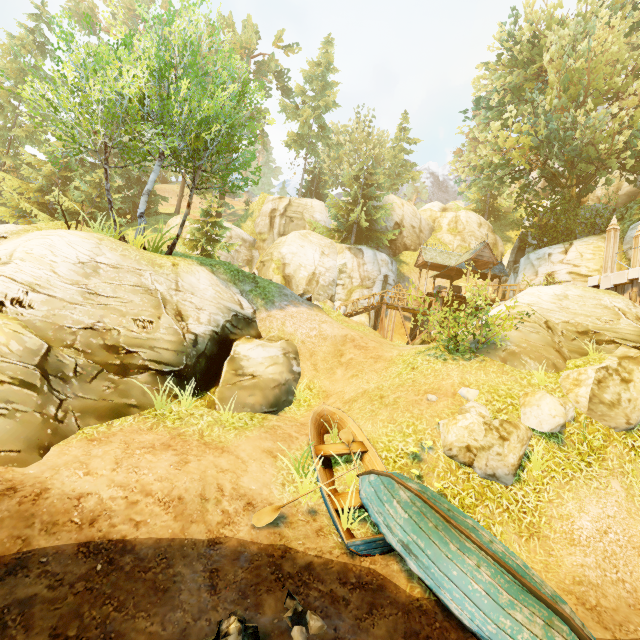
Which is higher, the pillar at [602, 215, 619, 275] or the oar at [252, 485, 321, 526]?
the pillar at [602, 215, 619, 275]

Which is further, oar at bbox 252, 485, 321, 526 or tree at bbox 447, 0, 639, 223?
tree at bbox 447, 0, 639, 223

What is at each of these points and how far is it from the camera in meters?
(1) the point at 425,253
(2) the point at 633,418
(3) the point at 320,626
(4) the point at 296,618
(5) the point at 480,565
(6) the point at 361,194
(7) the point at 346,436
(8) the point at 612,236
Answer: (1) building, 26.2
(2) rock, 7.5
(3) rock, 4.3
(4) rock, 4.3
(5) boat, 4.6
(6) tree, 31.6
(7) oar, 7.9
(8) pillar, 14.1

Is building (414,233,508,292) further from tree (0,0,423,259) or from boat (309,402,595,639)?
boat (309,402,595,639)

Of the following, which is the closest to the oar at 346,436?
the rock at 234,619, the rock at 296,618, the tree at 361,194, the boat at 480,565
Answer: the boat at 480,565

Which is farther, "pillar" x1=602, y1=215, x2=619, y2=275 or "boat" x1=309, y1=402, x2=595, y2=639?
"pillar" x1=602, y1=215, x2=619, y2=275

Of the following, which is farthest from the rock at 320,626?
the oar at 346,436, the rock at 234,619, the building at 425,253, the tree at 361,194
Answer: the building at 425,253

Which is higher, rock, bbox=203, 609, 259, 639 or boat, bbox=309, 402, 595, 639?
boat, bbox=309, 402, 595, 639
